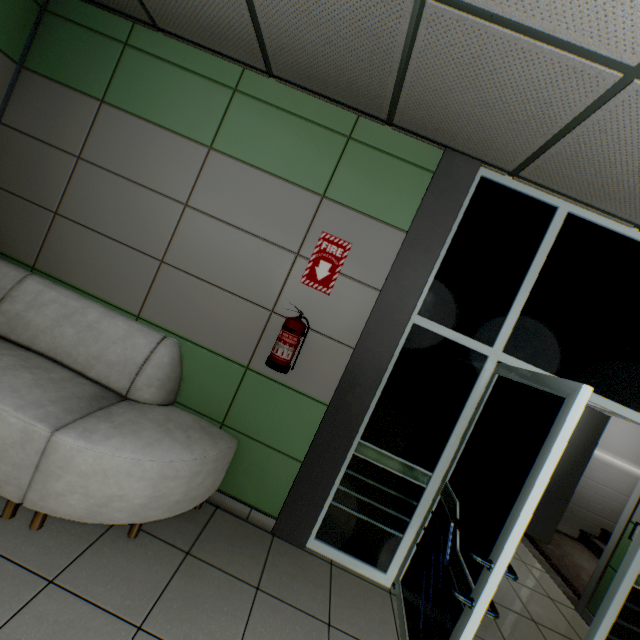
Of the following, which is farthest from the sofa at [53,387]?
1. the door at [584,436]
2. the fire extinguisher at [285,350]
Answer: the door at [584,436]

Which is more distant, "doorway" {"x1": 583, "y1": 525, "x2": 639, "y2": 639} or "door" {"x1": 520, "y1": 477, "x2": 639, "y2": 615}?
"door" {"x1": 520, "y1": 477, "x2": 639, "y2": 615}

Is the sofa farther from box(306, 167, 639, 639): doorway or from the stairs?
the stairs

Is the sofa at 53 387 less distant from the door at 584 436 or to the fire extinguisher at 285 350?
the fire extinguisher at 285 350

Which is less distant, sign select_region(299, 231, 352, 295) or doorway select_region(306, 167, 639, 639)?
doorway select_region(306, 167, 639, 639)

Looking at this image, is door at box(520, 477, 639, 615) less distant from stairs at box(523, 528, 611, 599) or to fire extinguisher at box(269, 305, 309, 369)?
stairs at box(523, 528, 611, 599)

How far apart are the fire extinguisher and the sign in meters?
0.3

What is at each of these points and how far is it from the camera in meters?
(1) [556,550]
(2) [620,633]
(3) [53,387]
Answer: (1) stairs, 4.6
(2) doorway, 2.5
(3) sofa, 2.0
